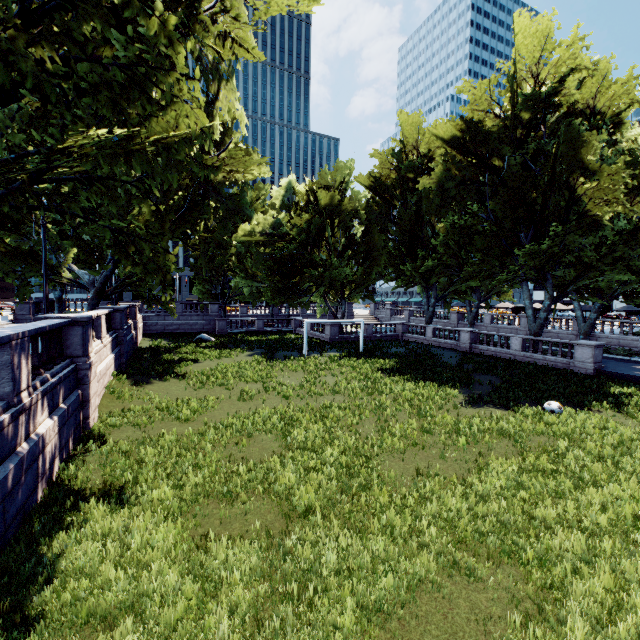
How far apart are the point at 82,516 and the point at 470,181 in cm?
3179
